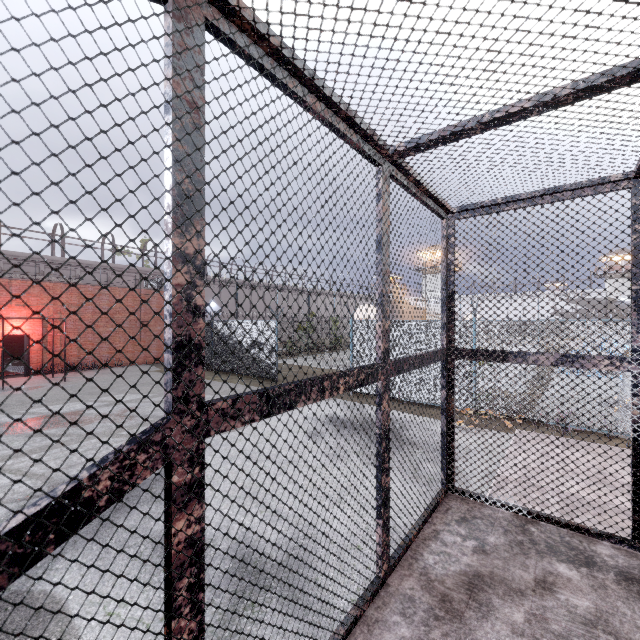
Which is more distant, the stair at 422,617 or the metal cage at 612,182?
the stair at 422,617

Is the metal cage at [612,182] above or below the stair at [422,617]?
above

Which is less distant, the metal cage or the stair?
the metal cage

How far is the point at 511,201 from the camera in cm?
308

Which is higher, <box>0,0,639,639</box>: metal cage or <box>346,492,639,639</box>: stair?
<box>0,0,639,639</box>: metal cage
